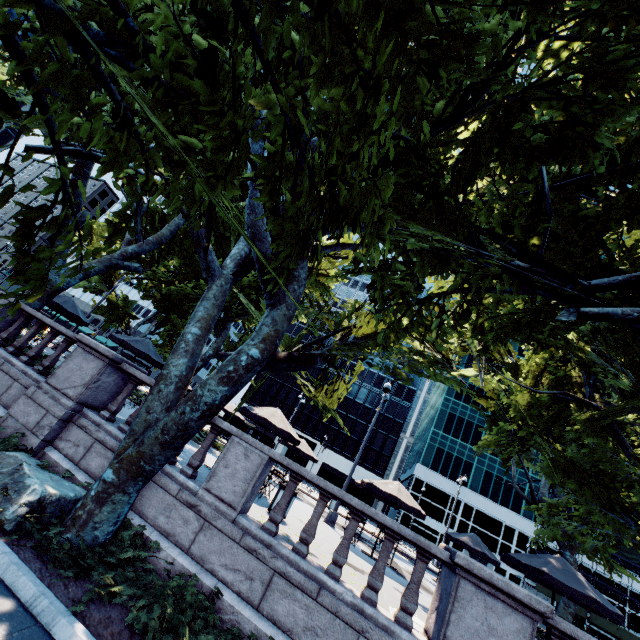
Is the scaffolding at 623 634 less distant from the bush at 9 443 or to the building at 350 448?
the building at 350 448

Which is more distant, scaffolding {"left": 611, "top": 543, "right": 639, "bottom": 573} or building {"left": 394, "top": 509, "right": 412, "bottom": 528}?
building {"left": 394, "top": 509, "right": 412, "bottom": 528}

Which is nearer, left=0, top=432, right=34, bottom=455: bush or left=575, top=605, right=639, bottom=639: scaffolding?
left=0, top=432, right=34, bottom=455: bush

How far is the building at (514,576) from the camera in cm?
4566

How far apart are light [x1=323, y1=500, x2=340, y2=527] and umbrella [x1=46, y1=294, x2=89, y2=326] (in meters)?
15.38

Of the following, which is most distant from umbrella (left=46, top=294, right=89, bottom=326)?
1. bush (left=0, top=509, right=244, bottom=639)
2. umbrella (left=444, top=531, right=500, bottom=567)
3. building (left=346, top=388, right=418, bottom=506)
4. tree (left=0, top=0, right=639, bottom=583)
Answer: building (left=346, top=388, right=418, bottom=506)

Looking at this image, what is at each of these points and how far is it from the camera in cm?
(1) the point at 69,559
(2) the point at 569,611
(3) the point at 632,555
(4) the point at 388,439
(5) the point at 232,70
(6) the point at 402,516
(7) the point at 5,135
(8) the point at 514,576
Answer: (1) bush, 493
(2) tree, 1644
(3) scaffolding, 4262
(4) building, 5638
(5) tree, 275
(6) building, 5138
(7) building, 5928
(8) building, 4609
